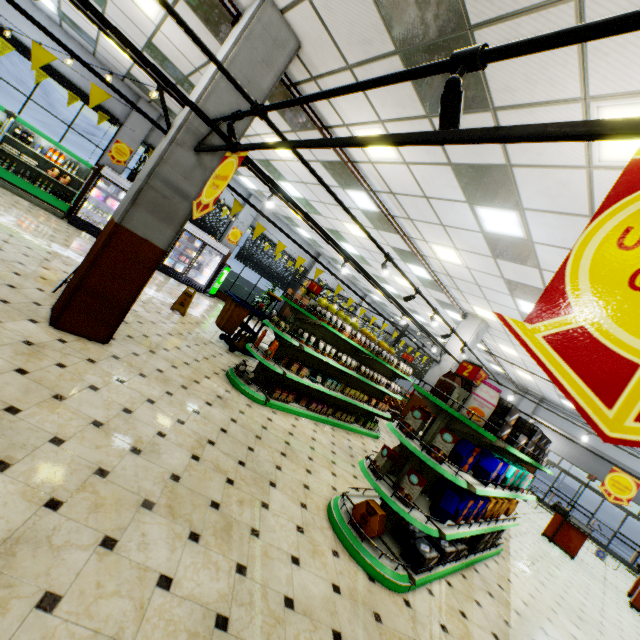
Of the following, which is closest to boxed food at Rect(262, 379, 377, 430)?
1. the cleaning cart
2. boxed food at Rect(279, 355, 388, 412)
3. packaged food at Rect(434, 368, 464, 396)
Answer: boxed food at Rect(279, 355, 388, 412)

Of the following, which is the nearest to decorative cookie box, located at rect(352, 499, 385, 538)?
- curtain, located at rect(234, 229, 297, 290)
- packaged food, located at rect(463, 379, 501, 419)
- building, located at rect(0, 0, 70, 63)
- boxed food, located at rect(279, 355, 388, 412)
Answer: building, located at rect(0, 0, 70, 63)

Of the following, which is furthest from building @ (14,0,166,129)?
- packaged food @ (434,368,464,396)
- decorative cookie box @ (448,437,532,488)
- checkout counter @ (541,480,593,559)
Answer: packaged food @ (434,368,464,396)

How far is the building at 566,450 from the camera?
17.30m

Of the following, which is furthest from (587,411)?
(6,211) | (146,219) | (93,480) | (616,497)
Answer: (6,211)

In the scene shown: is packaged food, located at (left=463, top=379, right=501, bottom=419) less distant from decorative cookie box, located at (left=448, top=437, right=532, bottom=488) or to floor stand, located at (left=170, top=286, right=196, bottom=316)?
decorative cookie box, located at (left=448, top=437, right=532, bottom=488)

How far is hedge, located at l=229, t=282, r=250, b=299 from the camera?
16.3 meters

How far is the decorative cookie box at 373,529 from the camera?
3.5 meters
